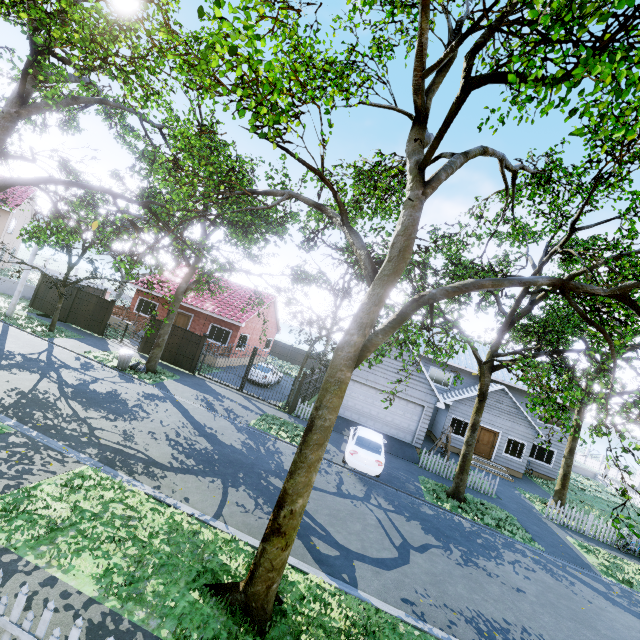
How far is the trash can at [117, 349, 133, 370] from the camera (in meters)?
16.23

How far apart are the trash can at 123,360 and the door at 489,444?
23.0 meters

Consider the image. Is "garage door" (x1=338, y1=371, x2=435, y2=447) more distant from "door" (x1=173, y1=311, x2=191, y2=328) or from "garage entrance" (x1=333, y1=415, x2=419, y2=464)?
"door" (x1=173, y1=311, x2=191, y2=328)

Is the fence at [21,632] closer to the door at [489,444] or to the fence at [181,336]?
the fence at [181,336]

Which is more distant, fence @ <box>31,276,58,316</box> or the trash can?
fence @ <box>31,276,58,316</box>

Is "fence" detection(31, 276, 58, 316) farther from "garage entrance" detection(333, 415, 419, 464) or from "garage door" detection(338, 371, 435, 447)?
"garage door" detection(338, 371, 435, 447)

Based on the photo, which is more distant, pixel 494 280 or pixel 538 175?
pixel 538 175

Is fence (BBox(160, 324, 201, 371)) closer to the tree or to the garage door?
the tree
